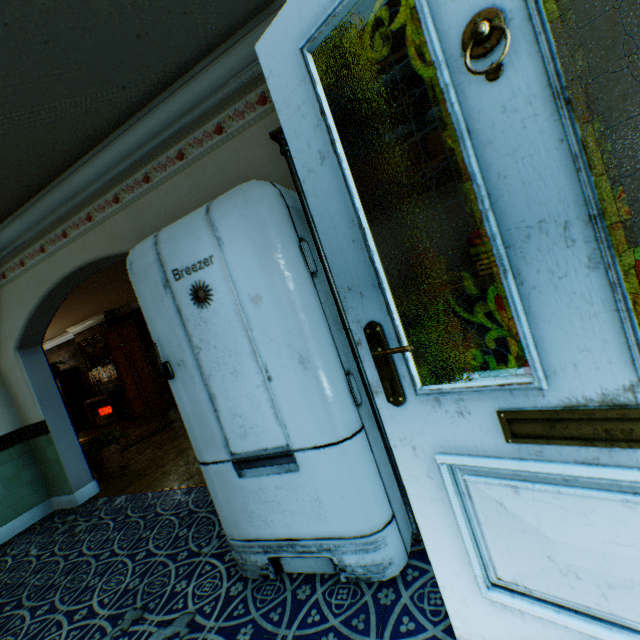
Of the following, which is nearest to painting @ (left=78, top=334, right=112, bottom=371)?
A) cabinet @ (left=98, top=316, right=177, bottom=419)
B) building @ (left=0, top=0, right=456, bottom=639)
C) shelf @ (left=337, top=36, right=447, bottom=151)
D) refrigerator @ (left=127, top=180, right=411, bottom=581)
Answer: building @ (left=0, top=0, right=456, bottom=639)

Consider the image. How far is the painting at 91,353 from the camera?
9.8m

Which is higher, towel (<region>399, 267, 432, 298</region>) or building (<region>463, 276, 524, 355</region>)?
towel (<region>399, 267, 432, 298</region>)

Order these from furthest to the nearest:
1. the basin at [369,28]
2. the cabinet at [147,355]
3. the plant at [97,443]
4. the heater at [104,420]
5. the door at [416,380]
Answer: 1. the heater at [104,420]
2. the cabinet at [147,355]
3. the plant at [97,443]
4. the basin at [369,28]
5. the door at [416,380]

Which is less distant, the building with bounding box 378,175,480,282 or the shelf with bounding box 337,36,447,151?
the shelf with bounding box 337,36,447,151

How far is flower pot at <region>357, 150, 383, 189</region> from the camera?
1.6m

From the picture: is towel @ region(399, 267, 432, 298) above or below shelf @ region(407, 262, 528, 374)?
above

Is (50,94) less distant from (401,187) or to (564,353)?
(401,187)
